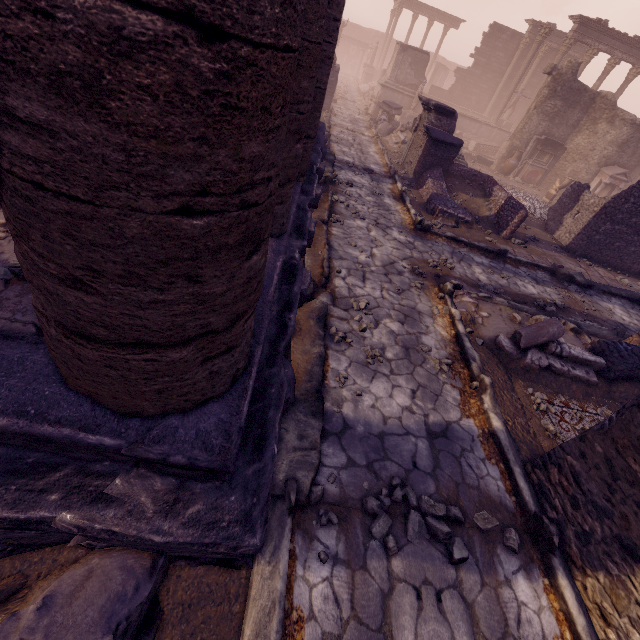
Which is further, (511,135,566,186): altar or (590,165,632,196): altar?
(511,135,566,186): altar

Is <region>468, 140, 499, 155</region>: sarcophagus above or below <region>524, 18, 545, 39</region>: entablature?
below

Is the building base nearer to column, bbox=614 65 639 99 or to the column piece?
the column piece

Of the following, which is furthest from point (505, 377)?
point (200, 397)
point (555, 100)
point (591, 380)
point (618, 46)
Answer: point (618, 46)

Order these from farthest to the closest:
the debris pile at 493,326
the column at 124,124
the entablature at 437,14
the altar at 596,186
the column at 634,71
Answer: the entablature at 437,14
the column at 634,71
the altar at 596,186
the debris pile at 493,326
the column at 124,124

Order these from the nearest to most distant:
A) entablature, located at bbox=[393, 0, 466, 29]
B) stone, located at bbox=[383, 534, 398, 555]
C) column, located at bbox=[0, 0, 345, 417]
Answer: column, located at bbox=[0, 0, 345, 417] < stone, located at bbox=[383, 534, 398, 555] < entablature, located at bbox=[393, 0, 466, 29]

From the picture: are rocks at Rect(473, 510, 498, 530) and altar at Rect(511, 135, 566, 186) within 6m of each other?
no

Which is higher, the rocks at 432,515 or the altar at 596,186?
the altar at 596,186
